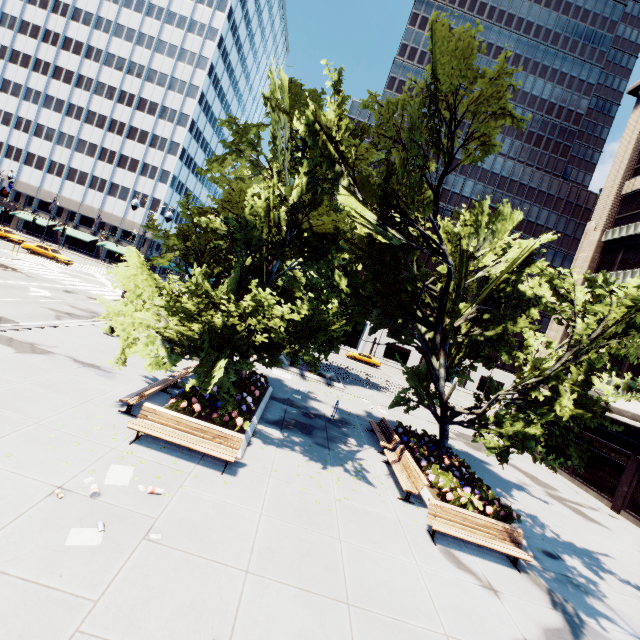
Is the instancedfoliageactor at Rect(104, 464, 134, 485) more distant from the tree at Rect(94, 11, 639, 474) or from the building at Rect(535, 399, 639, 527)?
the building at Rect(535, 399, 639, 527)

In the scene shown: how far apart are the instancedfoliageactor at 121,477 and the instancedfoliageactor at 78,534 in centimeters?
113cm

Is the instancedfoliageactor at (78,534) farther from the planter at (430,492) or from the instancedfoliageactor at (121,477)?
the planter at (430,492)

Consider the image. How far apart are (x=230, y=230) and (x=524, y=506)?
18.6m

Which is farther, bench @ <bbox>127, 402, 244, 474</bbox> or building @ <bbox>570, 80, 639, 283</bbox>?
building @ <bbox>570, 80, 639, 283</bbox>

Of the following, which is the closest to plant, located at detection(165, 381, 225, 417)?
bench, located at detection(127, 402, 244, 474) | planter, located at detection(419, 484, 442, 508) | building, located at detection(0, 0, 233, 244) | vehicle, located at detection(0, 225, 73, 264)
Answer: bench, located at detection(127, 402, 244, 474)

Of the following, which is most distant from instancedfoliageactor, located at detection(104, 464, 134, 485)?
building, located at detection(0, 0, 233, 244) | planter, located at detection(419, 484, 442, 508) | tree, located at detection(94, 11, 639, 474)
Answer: building, located at detection(0, 0, 233, 244)

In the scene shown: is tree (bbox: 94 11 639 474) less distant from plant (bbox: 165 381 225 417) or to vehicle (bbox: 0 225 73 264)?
plant (bbox: 165 381 225 417)
